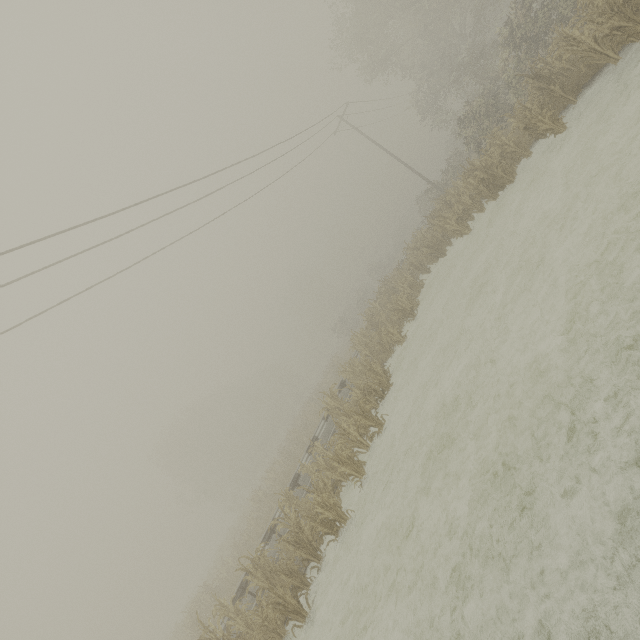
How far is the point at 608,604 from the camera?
3.0 meters
